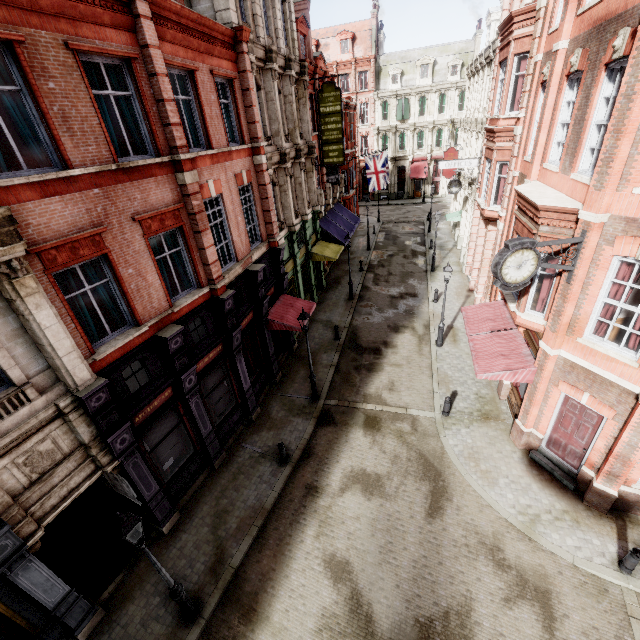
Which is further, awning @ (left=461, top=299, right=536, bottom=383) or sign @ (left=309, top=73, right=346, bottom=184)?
sign @ (left=309, top=73, right=346, bottom=184)

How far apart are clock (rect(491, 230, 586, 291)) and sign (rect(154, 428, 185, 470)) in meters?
10.5 m

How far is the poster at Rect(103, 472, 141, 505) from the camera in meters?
10.1

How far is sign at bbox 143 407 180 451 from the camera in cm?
984

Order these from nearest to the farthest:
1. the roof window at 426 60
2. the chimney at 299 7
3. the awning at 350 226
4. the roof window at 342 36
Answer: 1. the awning at 350 226
2. the chimney at 299 7
3. the roof window at 426 60
4. the roof window at 342 36

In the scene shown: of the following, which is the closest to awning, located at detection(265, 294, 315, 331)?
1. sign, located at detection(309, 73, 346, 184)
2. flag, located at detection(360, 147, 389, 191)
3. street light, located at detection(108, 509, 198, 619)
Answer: street light, located at detection(108, 509, 198, 619)

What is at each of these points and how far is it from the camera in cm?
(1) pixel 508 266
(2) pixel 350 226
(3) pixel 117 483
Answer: (1) clock, 819
(2) awning, 2703
(3) poster, 1055

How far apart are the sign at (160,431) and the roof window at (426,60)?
50.7m
